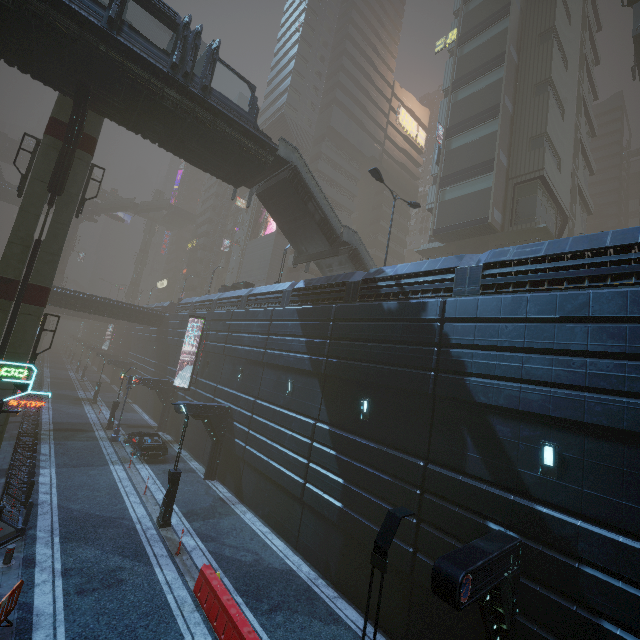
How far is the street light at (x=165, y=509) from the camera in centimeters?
1498cm

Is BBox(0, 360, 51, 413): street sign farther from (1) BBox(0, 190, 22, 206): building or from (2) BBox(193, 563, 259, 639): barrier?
(2) BBox(193, 563, 259, 639): barrier

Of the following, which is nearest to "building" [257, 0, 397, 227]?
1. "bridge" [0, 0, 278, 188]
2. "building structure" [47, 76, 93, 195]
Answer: "bridge" [0, 0, 278, 188]

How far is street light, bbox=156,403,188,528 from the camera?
14.98m

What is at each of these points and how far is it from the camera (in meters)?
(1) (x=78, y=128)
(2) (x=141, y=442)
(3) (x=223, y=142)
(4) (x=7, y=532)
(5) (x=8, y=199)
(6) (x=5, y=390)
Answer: (1) building structure, 17.16
(2) car, 23.44
(3) bridge, 18.34
(4) barrier, 12.19
(5) building, 56.56
(6) sm, 16.06

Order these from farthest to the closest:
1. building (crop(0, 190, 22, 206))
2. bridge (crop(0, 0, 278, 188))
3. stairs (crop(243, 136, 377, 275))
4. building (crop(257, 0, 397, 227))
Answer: building (crop(0, 190, 22, 206)) → building (crop(257, 0, 397, 227)) → stairs (crop(243, 136, 377, 275)) → bridge (crop(0, 0, 278, 188))

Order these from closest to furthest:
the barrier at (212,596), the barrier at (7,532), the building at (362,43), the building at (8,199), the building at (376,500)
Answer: the building at (376,500), the barrier at (212,596), the barrier at (7,532), the building at (362,43), the building at (8,199)

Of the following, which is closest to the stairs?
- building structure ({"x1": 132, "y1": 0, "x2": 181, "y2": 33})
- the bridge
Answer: the bridge
